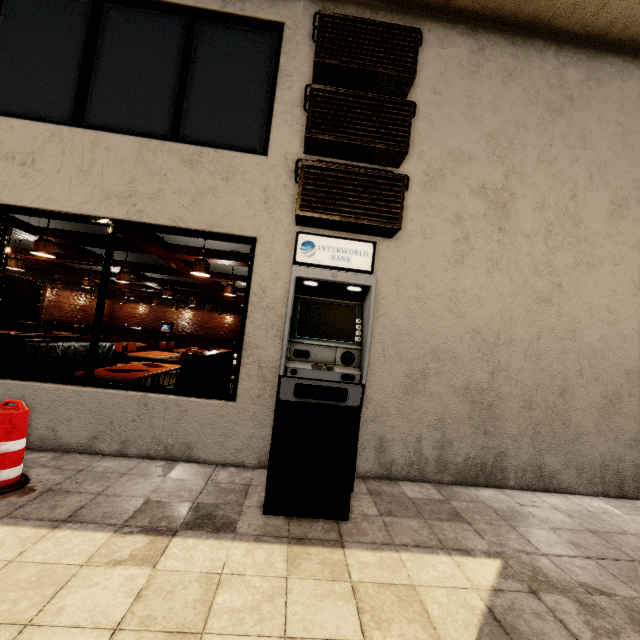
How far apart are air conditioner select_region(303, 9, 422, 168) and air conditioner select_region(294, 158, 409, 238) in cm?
17

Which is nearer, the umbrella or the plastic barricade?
the plastic barricade

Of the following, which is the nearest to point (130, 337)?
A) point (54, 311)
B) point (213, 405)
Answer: point (54, 311)

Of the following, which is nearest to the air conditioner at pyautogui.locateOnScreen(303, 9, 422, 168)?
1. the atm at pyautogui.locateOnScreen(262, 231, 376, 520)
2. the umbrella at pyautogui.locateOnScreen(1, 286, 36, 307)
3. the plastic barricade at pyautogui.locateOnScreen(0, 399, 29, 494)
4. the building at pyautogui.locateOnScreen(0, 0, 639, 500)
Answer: the building at pyautogui.locateOnScreen(0, 0, 639, 500)

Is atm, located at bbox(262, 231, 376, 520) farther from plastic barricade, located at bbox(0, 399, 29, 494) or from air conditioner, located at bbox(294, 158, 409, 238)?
plastic barricade, located at bbox(0, 399, 29, 494)

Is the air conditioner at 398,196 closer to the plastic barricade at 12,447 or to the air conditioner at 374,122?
the air conditioner at 374,122

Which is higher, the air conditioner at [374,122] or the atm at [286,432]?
the air conditioner at [374,122]

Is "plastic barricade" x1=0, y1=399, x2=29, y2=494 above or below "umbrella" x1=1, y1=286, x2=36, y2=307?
below
